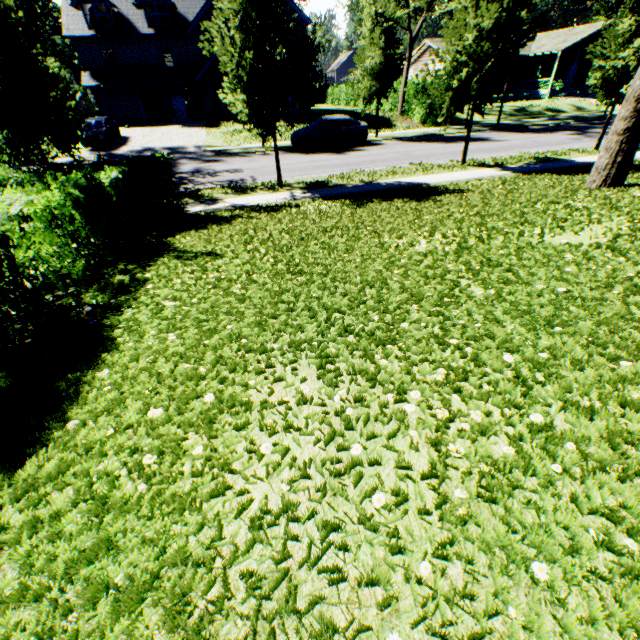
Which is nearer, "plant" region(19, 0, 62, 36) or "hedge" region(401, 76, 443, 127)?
"hedge" region(401, 76, 443, 127)

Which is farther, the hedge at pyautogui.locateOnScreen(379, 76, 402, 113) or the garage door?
the garage door

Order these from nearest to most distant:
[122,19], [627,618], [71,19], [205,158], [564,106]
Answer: [627,618]
[205,158]
[71,19]
[122,19]
[564,106]

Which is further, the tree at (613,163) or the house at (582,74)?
the house at (582,74)

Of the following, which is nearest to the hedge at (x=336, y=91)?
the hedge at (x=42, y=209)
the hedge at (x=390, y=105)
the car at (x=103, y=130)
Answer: the hedge at (x=390, y=105)

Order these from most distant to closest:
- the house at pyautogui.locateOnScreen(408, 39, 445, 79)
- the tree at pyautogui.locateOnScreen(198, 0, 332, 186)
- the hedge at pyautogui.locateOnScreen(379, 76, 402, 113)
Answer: the house at pyautogui.locateOnScreen(408, 39, 445, 79), the hedge at pyautogui.locateOnScreen(379, 76, 402, 113), the tree at pyautogui.locateOnScreen(198, 0, 332, 186)

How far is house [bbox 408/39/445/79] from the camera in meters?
38.2 m

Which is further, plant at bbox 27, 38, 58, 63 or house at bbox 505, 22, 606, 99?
plant at bbox 27, 38, 58, 63
